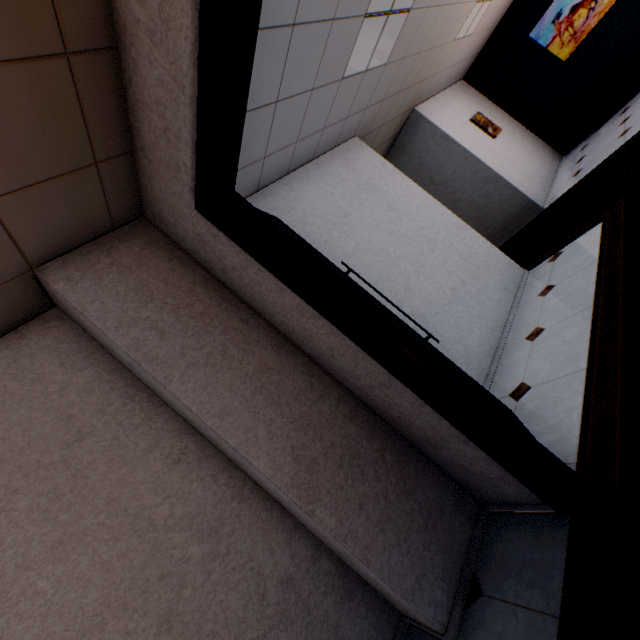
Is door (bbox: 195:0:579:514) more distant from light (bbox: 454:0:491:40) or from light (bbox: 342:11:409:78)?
light (bbox: 454:0:491:40)

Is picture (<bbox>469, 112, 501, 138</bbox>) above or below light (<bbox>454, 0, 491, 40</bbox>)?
below

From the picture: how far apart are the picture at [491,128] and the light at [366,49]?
3.8m

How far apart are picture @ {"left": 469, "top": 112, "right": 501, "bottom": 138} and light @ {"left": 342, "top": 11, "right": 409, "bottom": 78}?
3.8 meters

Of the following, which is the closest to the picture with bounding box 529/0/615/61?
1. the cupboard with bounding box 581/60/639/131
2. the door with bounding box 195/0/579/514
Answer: the cupboard with bounding box 581/60/639/131

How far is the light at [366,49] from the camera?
2.89m

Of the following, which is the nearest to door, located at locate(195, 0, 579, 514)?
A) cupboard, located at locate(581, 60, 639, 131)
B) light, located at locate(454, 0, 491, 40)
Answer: light, located at locate(454, 0, 491, 40)

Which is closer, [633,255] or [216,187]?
[216,187]
